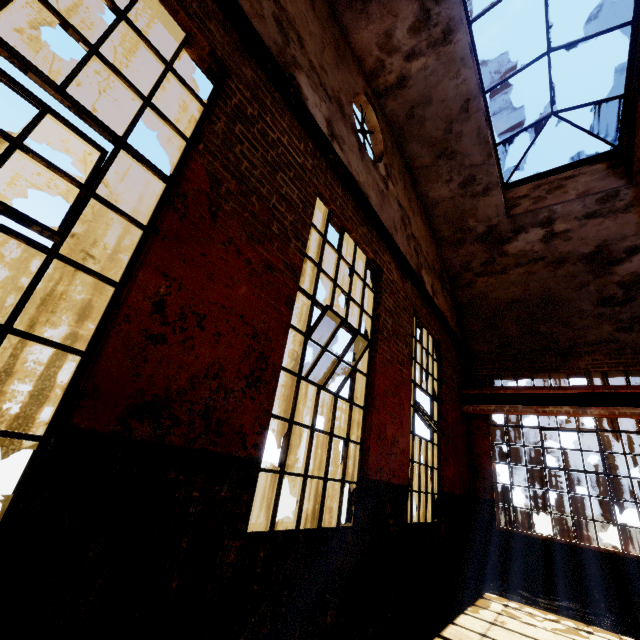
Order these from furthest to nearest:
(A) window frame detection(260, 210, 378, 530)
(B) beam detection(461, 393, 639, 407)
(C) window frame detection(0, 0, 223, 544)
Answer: (B) beam detection(461, 393, 639, 407) < (A) window frame detection(260, 210, 378, 530) < (C) window frame detection(0, 0, 223, 544)

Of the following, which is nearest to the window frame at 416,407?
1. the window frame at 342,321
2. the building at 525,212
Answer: the window frame at 342,321

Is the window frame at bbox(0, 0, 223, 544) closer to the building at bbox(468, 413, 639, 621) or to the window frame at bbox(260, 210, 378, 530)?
the window frame at bbox(260, 210, 378, 530)

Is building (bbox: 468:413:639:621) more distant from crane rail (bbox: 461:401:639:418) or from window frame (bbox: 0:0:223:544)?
window frame (bbox: 0:0:223:544)

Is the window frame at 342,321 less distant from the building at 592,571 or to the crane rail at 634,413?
the building at 592,571

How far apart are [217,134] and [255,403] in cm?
219

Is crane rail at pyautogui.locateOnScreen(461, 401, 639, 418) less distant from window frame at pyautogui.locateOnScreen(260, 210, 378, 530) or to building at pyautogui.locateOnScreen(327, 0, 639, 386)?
building at pyautogui.locateOnScreen(327, 0, 639, 386)

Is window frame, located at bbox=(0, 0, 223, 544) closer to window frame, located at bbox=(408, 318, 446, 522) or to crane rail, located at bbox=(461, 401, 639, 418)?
window frame, located at bbox=(408, 318, 446, 522)
